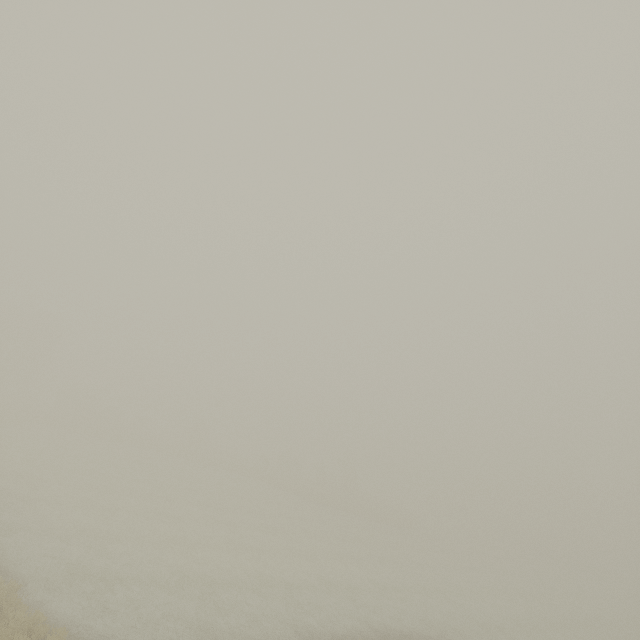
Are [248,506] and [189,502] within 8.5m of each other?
yes
